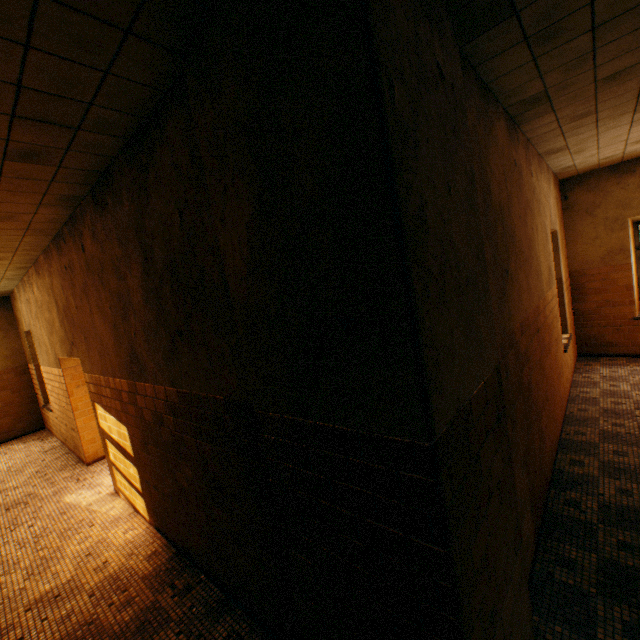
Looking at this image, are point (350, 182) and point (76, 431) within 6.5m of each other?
no
